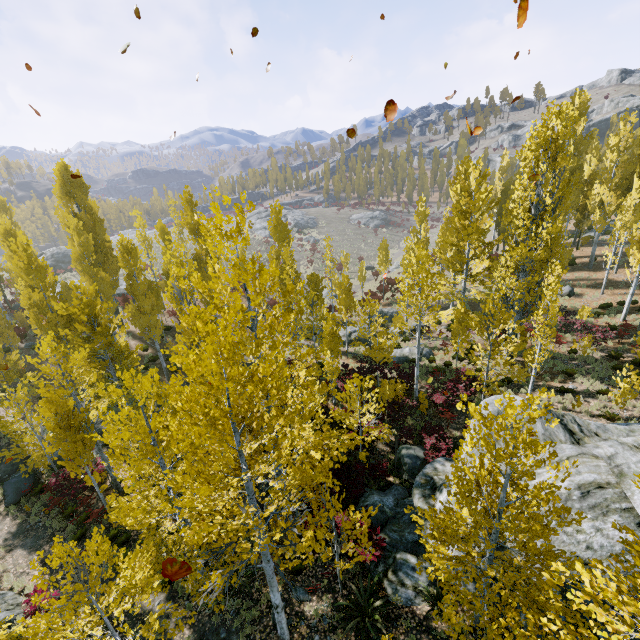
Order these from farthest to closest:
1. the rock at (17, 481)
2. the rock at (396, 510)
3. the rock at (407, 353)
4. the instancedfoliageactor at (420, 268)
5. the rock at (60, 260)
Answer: the rock at (60, 260)
the rock at (407, 353)
the rock at (17, 481)
the rock at (396, 510)
the instancedfoliageactor at (420, 268)

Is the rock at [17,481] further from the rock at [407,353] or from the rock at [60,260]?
the rock at [60,260]

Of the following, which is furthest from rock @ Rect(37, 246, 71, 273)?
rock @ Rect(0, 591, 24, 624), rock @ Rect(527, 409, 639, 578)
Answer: rock @ Rect(527, 409, 639, 578)

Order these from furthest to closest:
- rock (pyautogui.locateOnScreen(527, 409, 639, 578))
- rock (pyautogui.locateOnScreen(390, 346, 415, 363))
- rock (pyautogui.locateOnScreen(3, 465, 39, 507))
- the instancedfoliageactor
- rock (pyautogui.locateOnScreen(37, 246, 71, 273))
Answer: rock (pyautogui.locateOnScreen(37, 246, 71, 273)) < rock (pyautogui.locateOnScreen(390, 346, 415, 363)) < rock (pyautogui.locateOnScreen(3, 465, 39, 507)) < rock (pyautogui.locateOnScreen(527, 409, 639, 578)) < the instancedfoliageactor

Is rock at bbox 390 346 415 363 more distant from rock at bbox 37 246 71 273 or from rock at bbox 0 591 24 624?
rock at bbox 37 246 71 273

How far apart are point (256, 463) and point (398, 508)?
8.6 meters

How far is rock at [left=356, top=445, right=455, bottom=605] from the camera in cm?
976

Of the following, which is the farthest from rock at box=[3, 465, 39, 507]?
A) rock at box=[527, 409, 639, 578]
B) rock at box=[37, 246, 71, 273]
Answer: rock at box=[37, 246, 71, 273]
